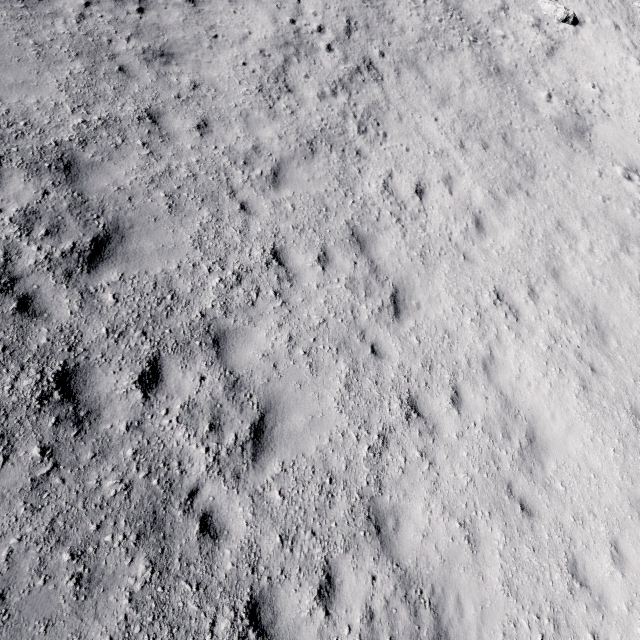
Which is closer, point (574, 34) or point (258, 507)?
point (258, 507)
